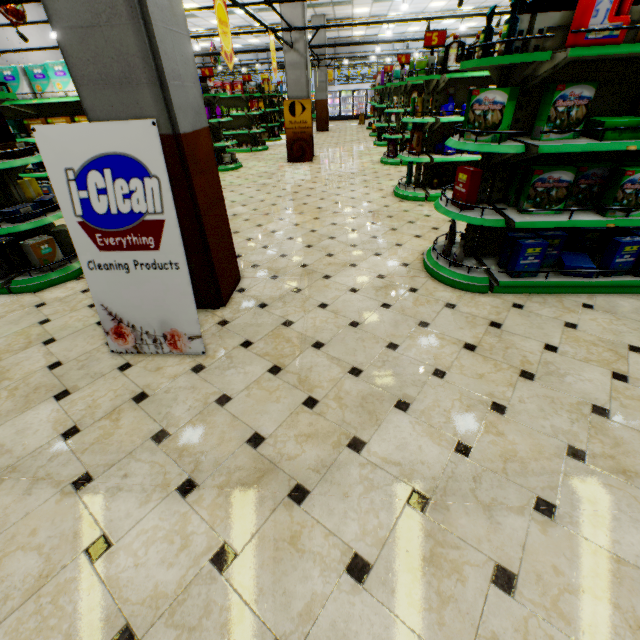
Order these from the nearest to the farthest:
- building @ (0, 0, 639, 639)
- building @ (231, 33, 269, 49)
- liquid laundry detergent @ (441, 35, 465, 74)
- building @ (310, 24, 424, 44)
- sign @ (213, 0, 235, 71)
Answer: building @ (0, 0, 639, 639) < sign @ (213, 0, 235, 71) < liquid laundry detergent @ (441, 35, 465, 74) < building @ (310, 24, 424, 44) < building @ (231, 33, 269, 49)

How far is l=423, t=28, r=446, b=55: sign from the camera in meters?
5.1 m

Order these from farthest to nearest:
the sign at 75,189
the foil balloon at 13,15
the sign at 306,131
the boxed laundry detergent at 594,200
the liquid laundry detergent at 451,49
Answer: the sign at 306,131 < the foil balloon at 13,15 < the liquid laundry detergent at 451,49 < the boxed laundry detergent at 594,200 < the sign at 75,189

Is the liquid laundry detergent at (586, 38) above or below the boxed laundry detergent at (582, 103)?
above

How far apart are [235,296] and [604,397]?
3.2 meters

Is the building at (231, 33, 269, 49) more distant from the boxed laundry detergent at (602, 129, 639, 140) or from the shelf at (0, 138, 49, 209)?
the boxed laundry detergent at (602, 129, 639, 140)

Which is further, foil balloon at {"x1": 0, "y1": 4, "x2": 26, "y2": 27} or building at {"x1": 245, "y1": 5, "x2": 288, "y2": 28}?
building at {"x1": 245, "y1": 5, "x2": 288, "y2": 28}

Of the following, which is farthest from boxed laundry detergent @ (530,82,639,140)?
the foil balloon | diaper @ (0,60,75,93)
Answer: the foil balloon
